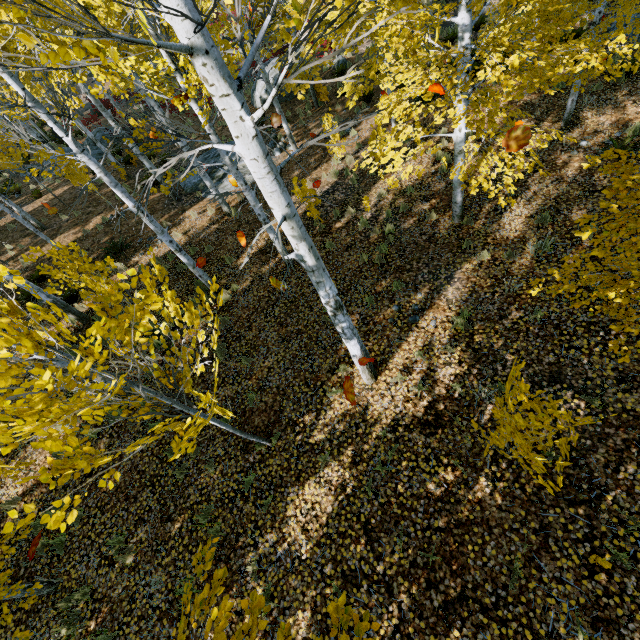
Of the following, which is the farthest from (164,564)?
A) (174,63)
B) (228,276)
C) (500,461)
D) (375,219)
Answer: (375,219)

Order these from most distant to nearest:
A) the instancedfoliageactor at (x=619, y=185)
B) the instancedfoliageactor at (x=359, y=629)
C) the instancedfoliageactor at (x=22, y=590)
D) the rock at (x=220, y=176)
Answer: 1. the rock at (x=220, y=176)
2. the instancedfoliageactor at (x=22, y=590)
3. the instancedfoliageactor at (x=619, y=185)
4. the instancedfoliageactor at (x=359, y=629)

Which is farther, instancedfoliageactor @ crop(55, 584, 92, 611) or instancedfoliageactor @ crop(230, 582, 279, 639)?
instancedfoliageactor @ crop(55, 584, 92, 611)

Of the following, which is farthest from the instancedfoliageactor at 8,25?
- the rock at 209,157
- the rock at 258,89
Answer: the rock at 258,89

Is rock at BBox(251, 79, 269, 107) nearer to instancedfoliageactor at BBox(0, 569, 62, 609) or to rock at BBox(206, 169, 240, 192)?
instancedfoliageactor at BBox(0, 569, 62, 609)

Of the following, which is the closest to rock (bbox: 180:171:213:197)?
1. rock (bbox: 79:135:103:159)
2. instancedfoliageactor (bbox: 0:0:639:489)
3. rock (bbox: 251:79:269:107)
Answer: instancedfoliageactor (bbox: 0:0:639:489)

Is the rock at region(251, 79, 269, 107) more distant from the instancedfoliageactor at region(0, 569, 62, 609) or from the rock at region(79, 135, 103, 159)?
the rock at region(79, 135, 103, 159)
